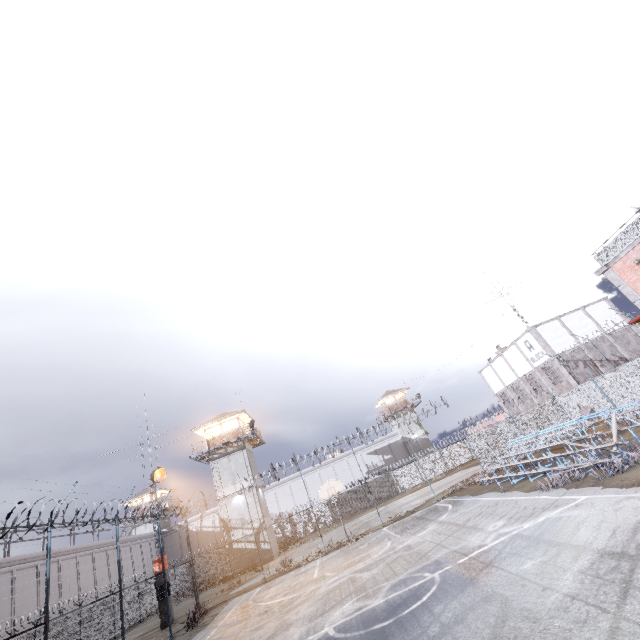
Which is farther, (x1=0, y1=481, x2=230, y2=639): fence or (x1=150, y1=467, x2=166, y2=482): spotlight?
(x1=150, y1=467, x2=166, y2=482): spotlight

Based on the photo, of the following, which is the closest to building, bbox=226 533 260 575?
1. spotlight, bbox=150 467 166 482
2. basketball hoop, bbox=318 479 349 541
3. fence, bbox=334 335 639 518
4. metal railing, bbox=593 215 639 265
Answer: fence, bbox=334 335 639 518

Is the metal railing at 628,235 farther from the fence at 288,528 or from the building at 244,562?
the building at 244,562

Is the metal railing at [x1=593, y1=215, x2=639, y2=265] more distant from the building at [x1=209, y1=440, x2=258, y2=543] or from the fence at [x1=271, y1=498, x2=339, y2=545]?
the building at [x1=209, y1=440, x2=258, y2=543]

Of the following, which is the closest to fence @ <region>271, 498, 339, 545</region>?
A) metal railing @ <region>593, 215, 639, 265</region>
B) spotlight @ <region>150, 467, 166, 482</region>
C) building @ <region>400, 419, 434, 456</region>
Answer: metal railing @ <region>593, 215, 639, 265</region>

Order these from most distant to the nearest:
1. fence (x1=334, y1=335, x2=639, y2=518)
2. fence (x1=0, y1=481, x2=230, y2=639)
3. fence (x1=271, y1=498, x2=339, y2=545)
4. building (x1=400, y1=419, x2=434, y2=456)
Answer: building (x1=400, y1=419, x2=434, y2=456)
fence (x1=271, y1=498, x2=339, y2=545)
fence (x1=334, y1=335, x2=639, y2=518)
fence (x1=0, y1=481, x2=230, y2=639)

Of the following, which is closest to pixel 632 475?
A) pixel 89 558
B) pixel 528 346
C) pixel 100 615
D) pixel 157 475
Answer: pixel 528 346

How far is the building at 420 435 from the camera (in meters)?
52.61
